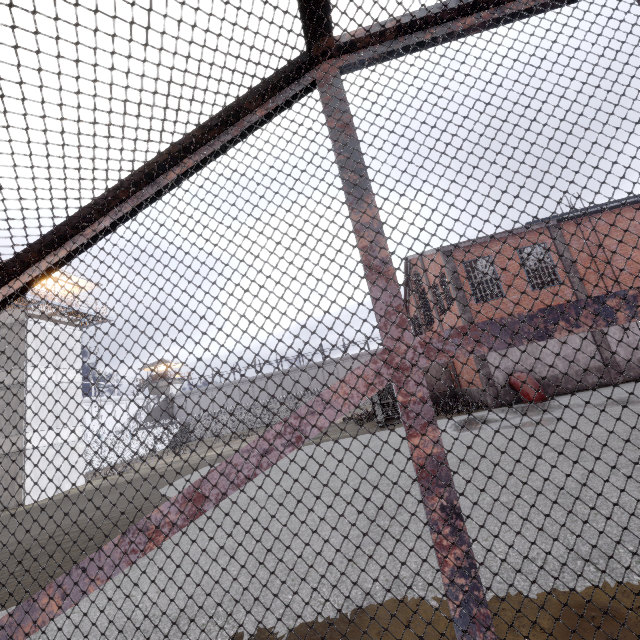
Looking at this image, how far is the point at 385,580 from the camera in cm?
380
